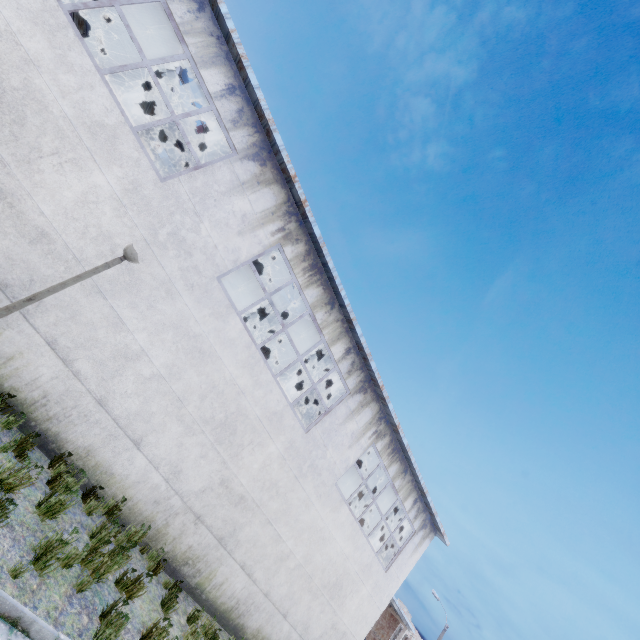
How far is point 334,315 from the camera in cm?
1038

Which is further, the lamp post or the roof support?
the roof support

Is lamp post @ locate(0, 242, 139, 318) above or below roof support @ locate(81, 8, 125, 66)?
below

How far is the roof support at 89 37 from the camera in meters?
11.8

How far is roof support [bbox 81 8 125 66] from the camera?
11.8 meters

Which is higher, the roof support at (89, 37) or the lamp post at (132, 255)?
the roof support at (89, 37)
